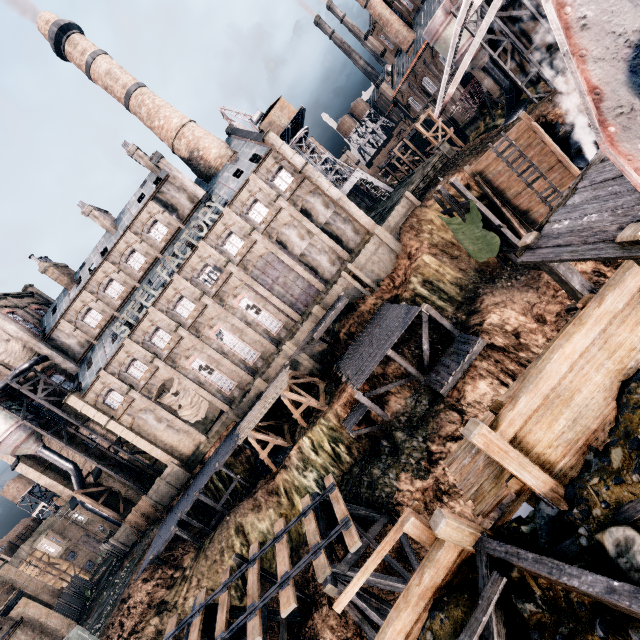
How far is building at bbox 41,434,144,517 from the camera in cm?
→ 4022

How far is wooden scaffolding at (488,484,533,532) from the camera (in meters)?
6.83

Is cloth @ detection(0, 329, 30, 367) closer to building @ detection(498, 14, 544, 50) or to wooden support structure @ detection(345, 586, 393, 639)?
wooden support structure @ detection(345, 586, 393, 639)

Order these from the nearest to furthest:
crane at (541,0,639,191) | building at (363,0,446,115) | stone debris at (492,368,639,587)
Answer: crane at (541,0,639,191) < stone debris at (492,368,639,587) < building at (363,0,446,115)

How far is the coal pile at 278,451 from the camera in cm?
2875

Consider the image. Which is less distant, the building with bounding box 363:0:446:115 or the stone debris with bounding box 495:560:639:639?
the stone debris with bounding box 495:560:639:639

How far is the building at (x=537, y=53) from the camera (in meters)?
35.66

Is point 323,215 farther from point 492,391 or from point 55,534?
point 55,534
